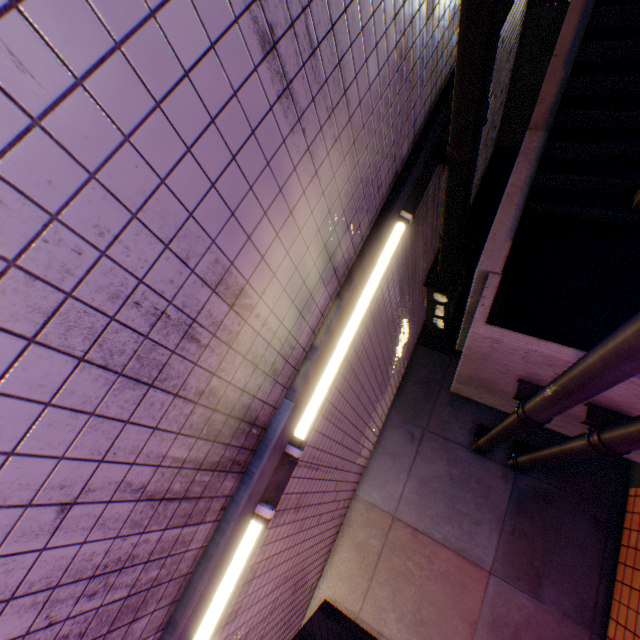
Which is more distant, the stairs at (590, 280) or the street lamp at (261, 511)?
the stairs at (590, 280)

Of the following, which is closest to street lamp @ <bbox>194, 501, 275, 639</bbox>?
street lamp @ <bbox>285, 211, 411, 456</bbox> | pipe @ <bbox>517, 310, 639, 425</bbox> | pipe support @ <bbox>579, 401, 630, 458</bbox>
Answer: street lamp @ <bbox>285, 211, 411, 456</bbox>

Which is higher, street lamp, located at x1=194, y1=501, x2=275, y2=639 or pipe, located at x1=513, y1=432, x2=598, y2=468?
street lamp, located at x1=194, y1=501, x2=275, y2=639

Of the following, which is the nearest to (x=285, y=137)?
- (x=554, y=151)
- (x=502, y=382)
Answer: (x=502, y=382)

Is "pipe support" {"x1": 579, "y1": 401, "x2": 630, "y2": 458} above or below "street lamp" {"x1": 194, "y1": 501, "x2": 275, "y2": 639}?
below

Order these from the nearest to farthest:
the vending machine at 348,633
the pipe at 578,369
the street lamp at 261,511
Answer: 1. the pipe at 578,369
2. the street lamp at 261,511
3. the vending machine at 348,633

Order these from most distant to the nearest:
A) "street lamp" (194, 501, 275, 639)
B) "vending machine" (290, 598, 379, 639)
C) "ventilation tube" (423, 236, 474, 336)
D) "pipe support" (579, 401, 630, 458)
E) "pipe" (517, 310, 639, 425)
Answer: "ventilation tube" (423, 236, 474, 336), "vending machine" (290, 598, 379, 639), "pipe support" (579, 401, 630, 458), "street lamp" (194, 501, 275, 639), "pipe" (517, 310, 639, 425)

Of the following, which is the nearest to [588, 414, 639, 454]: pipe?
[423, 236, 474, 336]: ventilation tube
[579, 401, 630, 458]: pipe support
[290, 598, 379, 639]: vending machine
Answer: [579, 401, 630, 458]: pipe support
